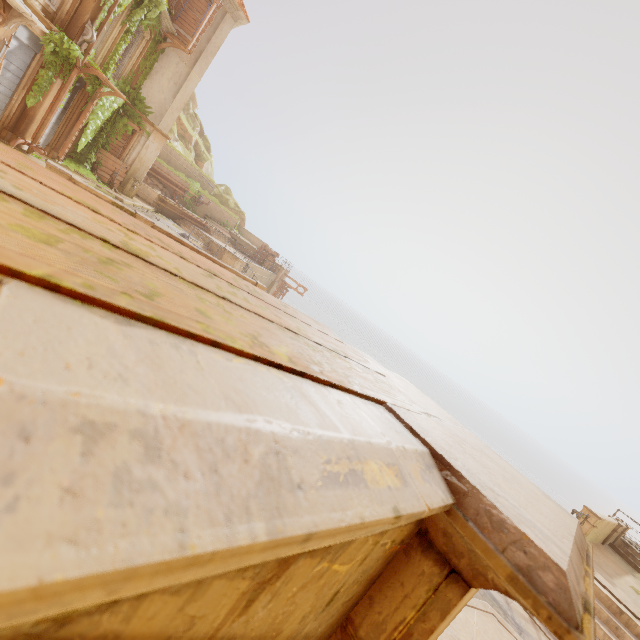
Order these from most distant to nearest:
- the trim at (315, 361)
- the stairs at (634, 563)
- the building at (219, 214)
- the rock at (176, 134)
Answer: the rock at (176, 134), the building at (219, 214), the stairs at (634, 563), the trim at (315, 361)

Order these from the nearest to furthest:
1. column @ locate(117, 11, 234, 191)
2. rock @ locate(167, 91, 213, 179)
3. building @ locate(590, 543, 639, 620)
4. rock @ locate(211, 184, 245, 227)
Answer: building @ locate(590, 543, 639, 620) < column @ locate(117, 11, 234, 191) < rock @ locate(167, 91, 213, 179) < rock @ locate(211, 184, 245, 227)

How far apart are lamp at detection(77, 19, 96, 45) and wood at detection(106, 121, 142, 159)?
4.99m

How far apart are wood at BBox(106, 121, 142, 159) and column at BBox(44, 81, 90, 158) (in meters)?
2.24

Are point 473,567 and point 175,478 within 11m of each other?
yes

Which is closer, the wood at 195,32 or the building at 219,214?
the wood at 195,32

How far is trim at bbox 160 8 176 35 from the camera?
15.64m

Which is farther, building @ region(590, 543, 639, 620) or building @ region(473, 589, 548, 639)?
building @ region(590, 543, 639, 620)
